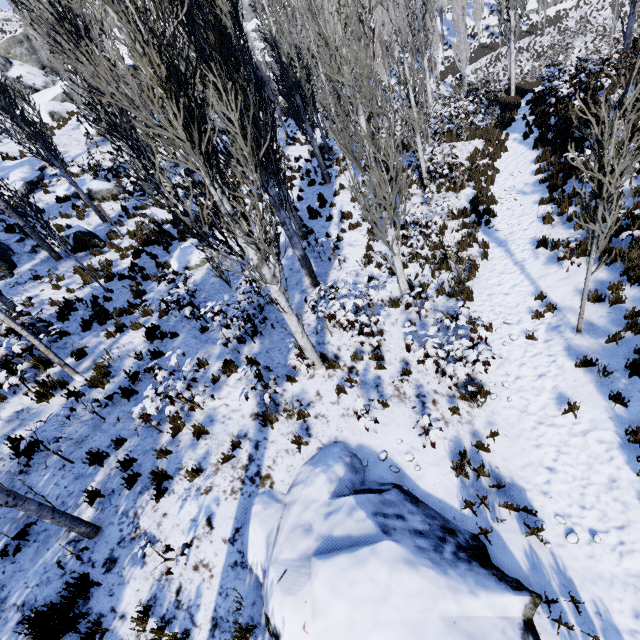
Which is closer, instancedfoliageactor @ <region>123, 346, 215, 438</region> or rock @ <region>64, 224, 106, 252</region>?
instancedfoliageactor @ <region>123, 346, 215, 438</region>

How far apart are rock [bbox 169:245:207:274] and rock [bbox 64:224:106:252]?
3.4m

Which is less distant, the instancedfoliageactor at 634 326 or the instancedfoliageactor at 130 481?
the instancedfoliageactor at 130 481

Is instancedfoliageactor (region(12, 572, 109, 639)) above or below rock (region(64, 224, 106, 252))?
below

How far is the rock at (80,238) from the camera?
13.1 meters

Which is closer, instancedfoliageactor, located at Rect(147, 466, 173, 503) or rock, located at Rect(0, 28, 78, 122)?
instancedfoliageactor, located at Rect(147, 466, 173, 503)

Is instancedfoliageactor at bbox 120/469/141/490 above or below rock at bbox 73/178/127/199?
below

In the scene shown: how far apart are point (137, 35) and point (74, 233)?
12.56m
